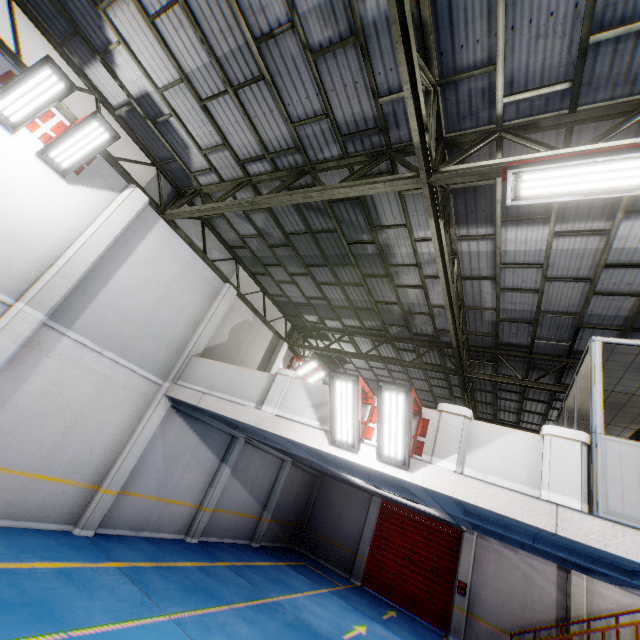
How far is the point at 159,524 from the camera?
10.1m

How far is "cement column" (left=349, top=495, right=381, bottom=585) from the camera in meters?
15.1

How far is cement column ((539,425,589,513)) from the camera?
4.7 meters

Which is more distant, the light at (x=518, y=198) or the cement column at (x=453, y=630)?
the cement column at (x=453, y=630)

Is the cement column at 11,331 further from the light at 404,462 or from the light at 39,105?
the light at 404,462

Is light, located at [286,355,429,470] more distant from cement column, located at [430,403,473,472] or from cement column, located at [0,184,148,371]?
cement column, located at [0,184,148,371]

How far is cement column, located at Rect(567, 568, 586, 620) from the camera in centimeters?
1178cm

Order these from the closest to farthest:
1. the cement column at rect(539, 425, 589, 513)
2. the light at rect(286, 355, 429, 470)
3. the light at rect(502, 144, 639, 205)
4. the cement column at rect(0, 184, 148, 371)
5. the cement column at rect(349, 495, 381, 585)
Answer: the light at rect(502, 144, 639, 205) < the cement column at rect(539, 425, 589, 513) < the light at rect(286, 355, 429, 470) < the cement column at rect(0, 184, 148, 371) < the cement column at rect(349, 495, 381, 585)
